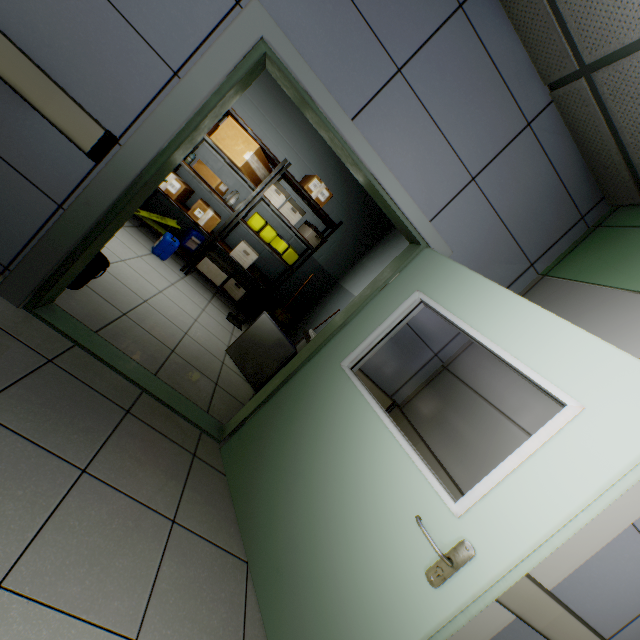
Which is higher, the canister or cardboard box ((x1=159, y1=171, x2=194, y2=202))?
cardboard box ((x1=159, y1=171, x2=194, y2=202))

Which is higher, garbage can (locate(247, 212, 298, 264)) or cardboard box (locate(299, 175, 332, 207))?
cardboard box (locate(299, 175, 332, 207))

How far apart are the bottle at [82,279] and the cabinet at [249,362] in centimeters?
142cm

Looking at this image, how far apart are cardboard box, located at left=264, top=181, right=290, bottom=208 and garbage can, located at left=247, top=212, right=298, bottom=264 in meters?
0.3 m

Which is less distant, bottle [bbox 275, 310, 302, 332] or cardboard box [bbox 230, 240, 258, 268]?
cardboard box [bbox 230, 240, 258, 268]

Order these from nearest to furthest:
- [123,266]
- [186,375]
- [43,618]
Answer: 1. [43,618]
2. [186,375]
3. [123,266]

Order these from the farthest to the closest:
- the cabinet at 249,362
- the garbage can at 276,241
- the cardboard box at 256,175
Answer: the garbage can at 276,241
the cardboard box at 256,175
the cabinet at 249,362

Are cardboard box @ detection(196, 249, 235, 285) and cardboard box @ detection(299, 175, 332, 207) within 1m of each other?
no
